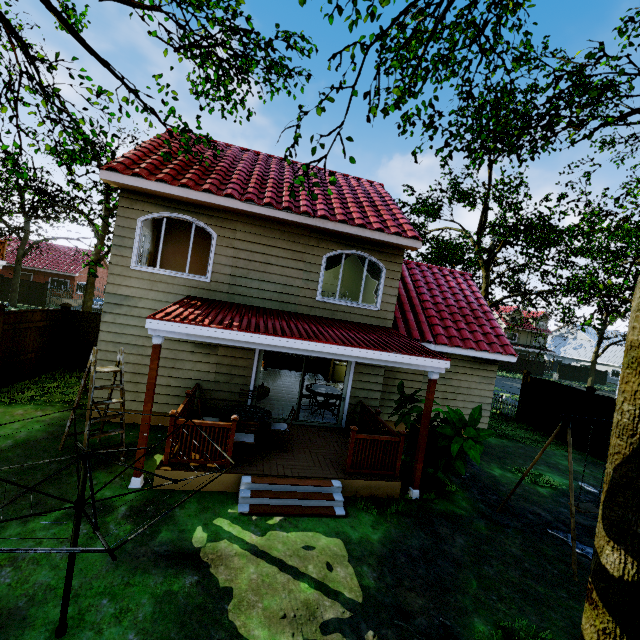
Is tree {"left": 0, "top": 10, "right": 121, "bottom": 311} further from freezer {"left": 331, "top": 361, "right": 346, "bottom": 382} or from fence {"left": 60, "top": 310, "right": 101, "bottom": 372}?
freezer {"left": 331, "top": 361, "right": 346, "bottom": 382}

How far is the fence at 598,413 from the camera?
11.6 meters

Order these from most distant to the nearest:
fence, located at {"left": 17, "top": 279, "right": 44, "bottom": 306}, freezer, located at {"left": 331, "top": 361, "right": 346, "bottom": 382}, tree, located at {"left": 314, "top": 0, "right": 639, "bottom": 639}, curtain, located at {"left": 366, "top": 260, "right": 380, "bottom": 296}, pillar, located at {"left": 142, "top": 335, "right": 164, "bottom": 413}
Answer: fence, located at {"left": 17, "top": 279, "right": 44, "bottom": 306}, freezer, located at {"left": 331, "top": 361, "right": 346, "bottom": 382}, curtain, located at {"left": 366, "top": 260, "right": 380, "bottom": 296}, pillar, located at {"left": 142, "top": 335, "right": 164, "bottom": 413}, tree, located at {"left": 314, "top": 0, "right": 639, "bottom": 639}

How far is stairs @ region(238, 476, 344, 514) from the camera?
5.9m

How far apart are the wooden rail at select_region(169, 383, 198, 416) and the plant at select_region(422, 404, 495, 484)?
3.8 meters

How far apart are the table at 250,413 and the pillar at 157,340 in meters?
1.6 m

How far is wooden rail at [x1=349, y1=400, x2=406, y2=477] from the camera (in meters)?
6.95

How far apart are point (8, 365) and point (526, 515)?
14.4m
